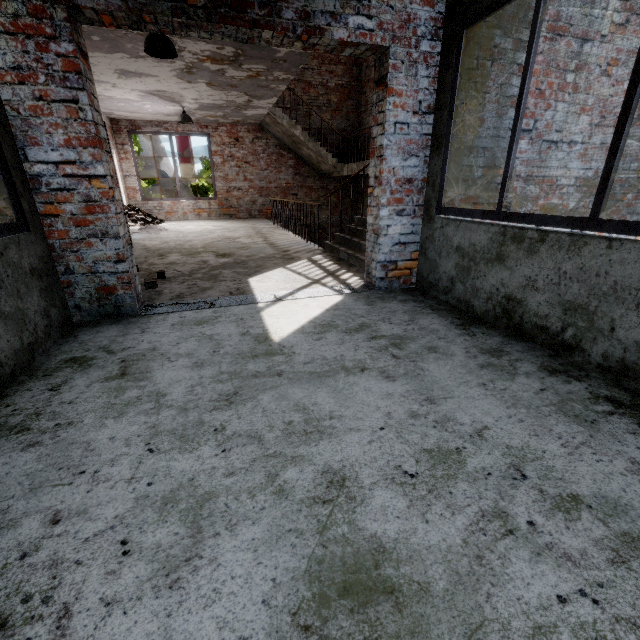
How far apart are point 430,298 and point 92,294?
3.18m

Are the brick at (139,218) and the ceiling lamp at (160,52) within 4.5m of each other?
no

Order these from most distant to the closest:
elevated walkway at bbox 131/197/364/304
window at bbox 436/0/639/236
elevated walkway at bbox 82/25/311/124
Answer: elevated walkway at bbox 82/25/311/124, elevated walkway at bbox 131/197/364/304, window at bbox 436/0/639/236

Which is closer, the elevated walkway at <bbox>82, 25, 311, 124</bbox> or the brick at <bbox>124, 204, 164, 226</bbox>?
the elevated walkway at <bbox>82, 25, 311, 124</bbox>

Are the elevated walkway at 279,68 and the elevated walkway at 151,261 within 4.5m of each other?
yes

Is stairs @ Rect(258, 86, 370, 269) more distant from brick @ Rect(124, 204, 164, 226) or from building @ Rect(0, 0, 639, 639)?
brick @ Rect(124, 204, 164, 226)

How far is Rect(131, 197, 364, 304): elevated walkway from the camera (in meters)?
3.73

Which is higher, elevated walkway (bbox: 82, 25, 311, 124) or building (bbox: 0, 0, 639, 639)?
elevated walkway (bbox: 82, 25, 311, 124)
